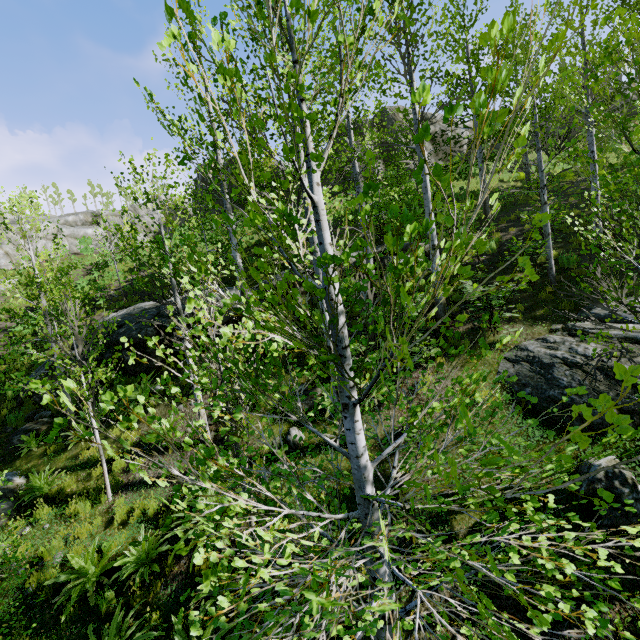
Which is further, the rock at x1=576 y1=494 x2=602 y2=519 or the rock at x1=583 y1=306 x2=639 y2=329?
the rock at x1=583 y1=306 x2=639 y2=329

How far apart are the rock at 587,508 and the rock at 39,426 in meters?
14.0

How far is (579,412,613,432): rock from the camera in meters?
5.7 m

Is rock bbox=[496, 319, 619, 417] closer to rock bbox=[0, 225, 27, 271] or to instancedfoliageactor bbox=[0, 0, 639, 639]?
instancedfoliageactor bbox=[0, 0, 639, 639]

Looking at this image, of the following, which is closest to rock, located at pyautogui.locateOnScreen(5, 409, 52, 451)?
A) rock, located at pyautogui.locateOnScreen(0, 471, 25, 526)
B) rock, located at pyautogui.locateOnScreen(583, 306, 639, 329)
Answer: rock, located at pyautogui.locateOnScreen(0, 471, 25, 526)

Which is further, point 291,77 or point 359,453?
point 359,453

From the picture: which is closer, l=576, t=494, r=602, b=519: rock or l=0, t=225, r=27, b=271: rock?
l=576, t=494, r=602, b=519: rock

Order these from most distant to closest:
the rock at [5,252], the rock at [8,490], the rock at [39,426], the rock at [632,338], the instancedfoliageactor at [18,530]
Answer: the rock at [5,252] < the rock at [39,426] < the rock at [8,490] < the rock at [632,338] < the instancedfoliageactor at [18,530]
